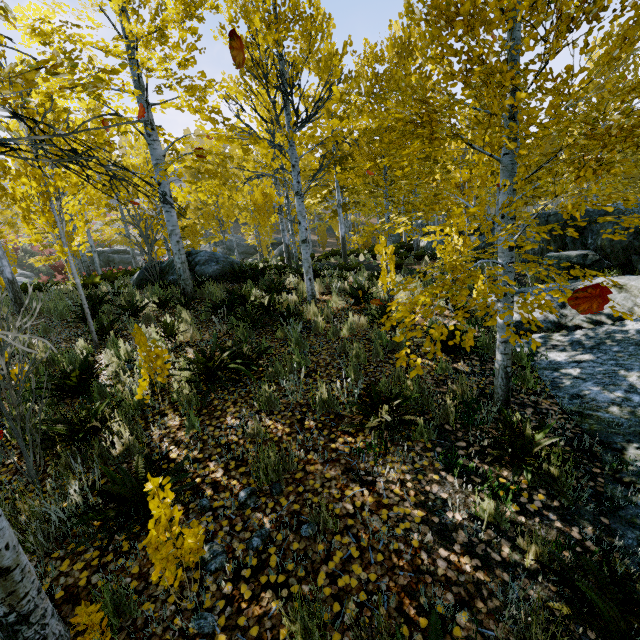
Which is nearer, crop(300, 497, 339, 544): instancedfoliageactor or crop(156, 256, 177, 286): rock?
crop(300, 497, 339, 544): instancedfoliageactor

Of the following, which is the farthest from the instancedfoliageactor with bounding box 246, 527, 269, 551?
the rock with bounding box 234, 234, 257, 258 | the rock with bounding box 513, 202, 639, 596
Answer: the rock with bounding box 234, 234, 257, 258

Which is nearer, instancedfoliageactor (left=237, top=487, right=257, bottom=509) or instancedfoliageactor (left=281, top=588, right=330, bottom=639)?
instancedfoliageactor (left=281, top=588, right=330, bottom=639)

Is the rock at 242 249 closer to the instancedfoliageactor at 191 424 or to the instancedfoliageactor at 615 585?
the instancedfoliageactor at 191 424

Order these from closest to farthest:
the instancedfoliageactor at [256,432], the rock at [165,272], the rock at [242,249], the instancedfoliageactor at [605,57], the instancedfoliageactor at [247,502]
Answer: the instancedfoliageactor at [605,57]
the instancedfoliageactor at [247,502]
the instancedfoliageactor at [256,432]
the rock at [165,272]
the rock at [242,249]

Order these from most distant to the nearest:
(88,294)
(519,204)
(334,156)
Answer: (334,156)
(88,294)
(519,204)

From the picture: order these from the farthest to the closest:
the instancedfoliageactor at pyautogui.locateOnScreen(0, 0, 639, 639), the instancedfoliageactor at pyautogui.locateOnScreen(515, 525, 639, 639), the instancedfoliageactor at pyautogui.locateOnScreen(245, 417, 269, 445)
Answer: the instancedfoliageactor at pyautogui.locateOnScreen(245, 417, 269, 445)
the instancedfoliageactor at pyautogui.locateOnScreen(0, 0, 639, 639)
the instancedfoliageactor at pyautogui.locateOnScreen(515, 525, 639, 639)

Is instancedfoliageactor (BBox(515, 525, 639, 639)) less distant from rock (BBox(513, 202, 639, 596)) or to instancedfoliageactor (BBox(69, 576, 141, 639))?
rock (BBox(513, 202, 639, 596))
